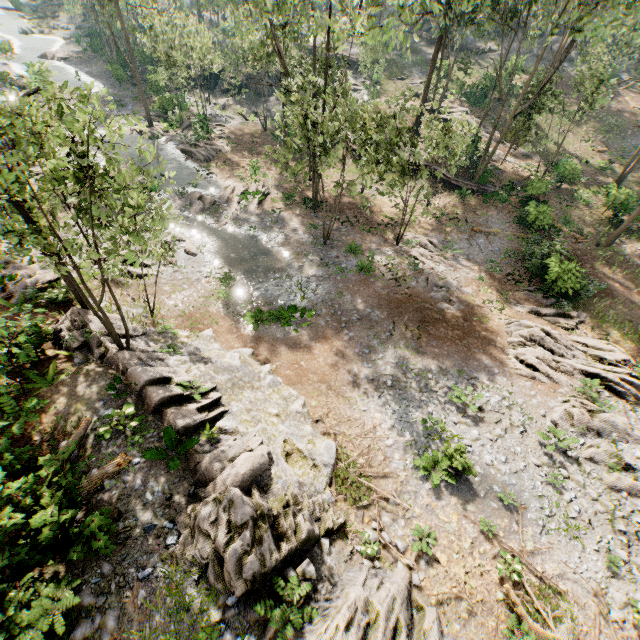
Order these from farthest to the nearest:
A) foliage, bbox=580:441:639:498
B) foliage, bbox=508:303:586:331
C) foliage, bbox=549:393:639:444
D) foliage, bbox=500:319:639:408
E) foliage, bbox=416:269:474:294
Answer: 1. foliage, bbox=416:269:474:294
2. foliage, bbox=508:303:586:331
3. foliage, bbox=500:319:639:408
4. foliage, bbox=549:393:639:444
5. foliage, bbox=580:441:639:498

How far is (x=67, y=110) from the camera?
9.16m

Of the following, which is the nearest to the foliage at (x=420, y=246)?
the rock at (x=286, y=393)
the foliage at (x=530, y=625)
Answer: the rock at (x=286, y=393)

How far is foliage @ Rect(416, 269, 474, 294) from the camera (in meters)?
21.41

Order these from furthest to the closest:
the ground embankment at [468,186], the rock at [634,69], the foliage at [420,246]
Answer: the rock at [634,69] < the ground embankment at [468,186] < the foliage at [420,246]

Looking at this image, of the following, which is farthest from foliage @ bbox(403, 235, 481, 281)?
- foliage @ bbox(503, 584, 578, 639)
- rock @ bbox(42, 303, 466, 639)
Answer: foliage @ bbox(503, 584, 578, 639)

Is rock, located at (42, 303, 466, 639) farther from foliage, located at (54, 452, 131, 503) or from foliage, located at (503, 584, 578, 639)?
foliage, located at (503, 584, 578, 639)

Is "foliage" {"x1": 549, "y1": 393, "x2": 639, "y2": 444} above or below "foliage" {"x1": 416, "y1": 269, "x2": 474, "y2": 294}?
above
